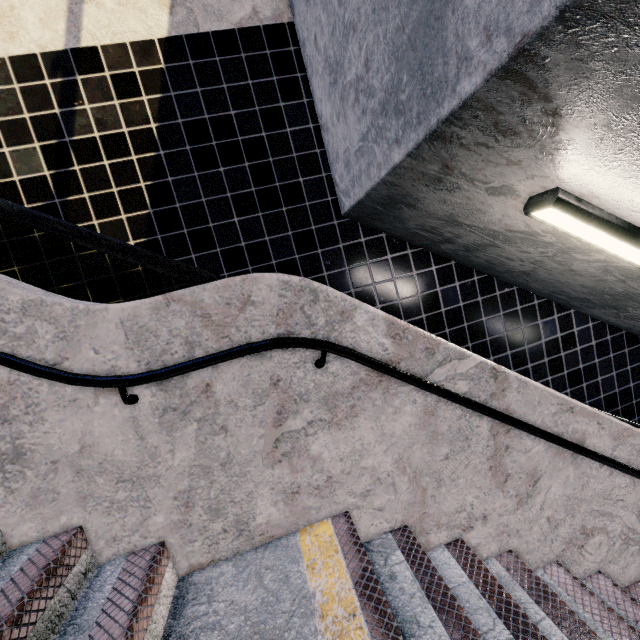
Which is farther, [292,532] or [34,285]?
[34,285]
